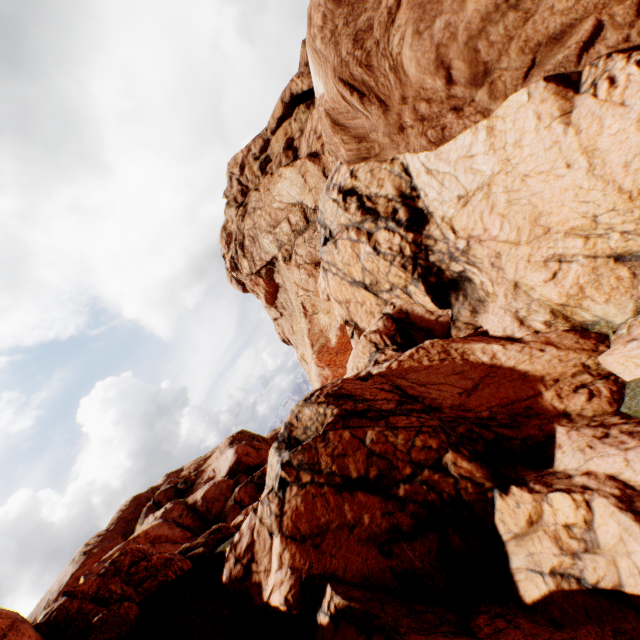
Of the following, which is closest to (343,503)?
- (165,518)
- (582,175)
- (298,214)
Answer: (582,175)
